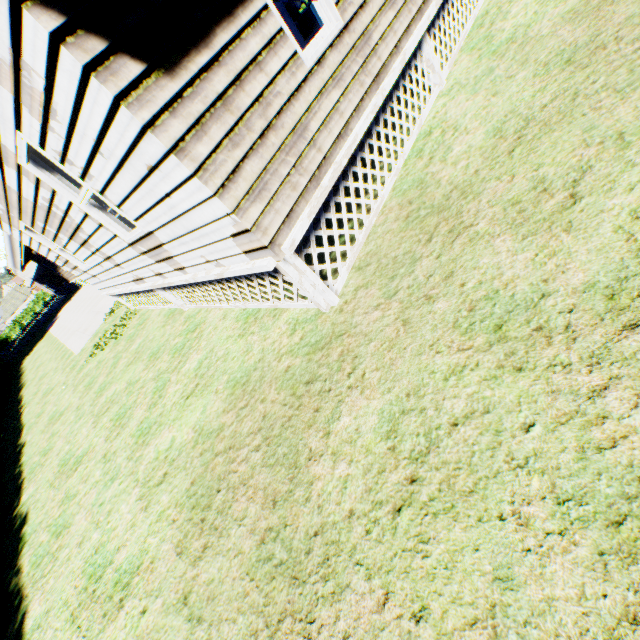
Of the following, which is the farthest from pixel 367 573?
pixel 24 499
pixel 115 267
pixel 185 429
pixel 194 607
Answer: pixel 24 499

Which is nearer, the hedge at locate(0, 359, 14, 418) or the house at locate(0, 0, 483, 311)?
the house at locate(0, 0, 483, 311)

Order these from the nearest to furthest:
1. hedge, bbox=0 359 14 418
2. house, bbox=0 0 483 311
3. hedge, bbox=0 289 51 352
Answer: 1. house, bbox=0 0 483 311
2. hedge, bbox=0 359 14 418
3. hedge, bbox=0 289 51 352

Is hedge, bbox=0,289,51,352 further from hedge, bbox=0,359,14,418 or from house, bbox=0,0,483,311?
house, bbox=0,0,483,311

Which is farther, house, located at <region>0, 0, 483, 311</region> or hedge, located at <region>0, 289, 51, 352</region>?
hedge, located at <region>0, 289, 51, 352</region>

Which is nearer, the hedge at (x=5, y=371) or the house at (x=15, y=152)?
the house at (x=15, y=152)

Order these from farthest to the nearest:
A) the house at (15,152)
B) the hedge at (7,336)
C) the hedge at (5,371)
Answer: the hedge at (7,336) < the hedge at (5,371) < the house at (15,152)
